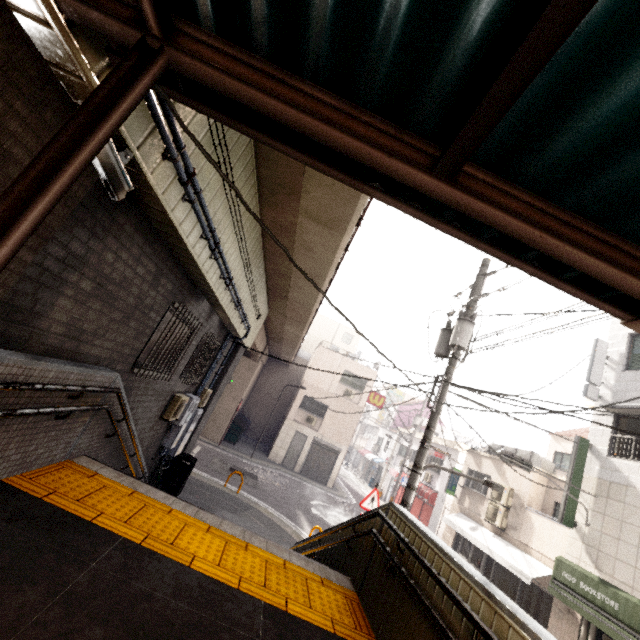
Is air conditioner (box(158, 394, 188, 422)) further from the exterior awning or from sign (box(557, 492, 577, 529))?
sign (box(557, 492, 577, 529))

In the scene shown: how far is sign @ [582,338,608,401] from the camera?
11.4m

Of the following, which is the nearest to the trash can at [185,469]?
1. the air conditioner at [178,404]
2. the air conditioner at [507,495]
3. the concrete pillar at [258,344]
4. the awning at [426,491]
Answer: the concrete pillar at [258,344]

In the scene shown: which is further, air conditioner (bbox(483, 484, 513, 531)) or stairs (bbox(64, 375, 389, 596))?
air conditioner (bbox(483, 484, 513, 531))

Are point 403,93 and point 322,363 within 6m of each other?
no

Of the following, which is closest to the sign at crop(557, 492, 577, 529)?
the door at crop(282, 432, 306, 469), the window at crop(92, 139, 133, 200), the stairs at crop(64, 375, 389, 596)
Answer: the stairs at crop(64, 375, 389, 596)

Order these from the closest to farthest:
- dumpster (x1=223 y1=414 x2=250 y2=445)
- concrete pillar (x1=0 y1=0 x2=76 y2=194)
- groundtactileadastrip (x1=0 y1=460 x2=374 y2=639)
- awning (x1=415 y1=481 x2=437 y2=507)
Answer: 1. concrete pillar (x1=0 y1=0 x2=76 y2=194)
2. groundtactileadastrip (x1=0 y1=460 x2=374 y2=639)
3. awning (x1=415 y1=481 x2=437 y2=507)
4. dumpster (x1=223 y1=414 x2=250 y2=445)

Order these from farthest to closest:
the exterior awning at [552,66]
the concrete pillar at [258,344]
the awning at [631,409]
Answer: the concrete pillar at [258,344] → the awning at [631,409] → the exterior awning at [552,66]
